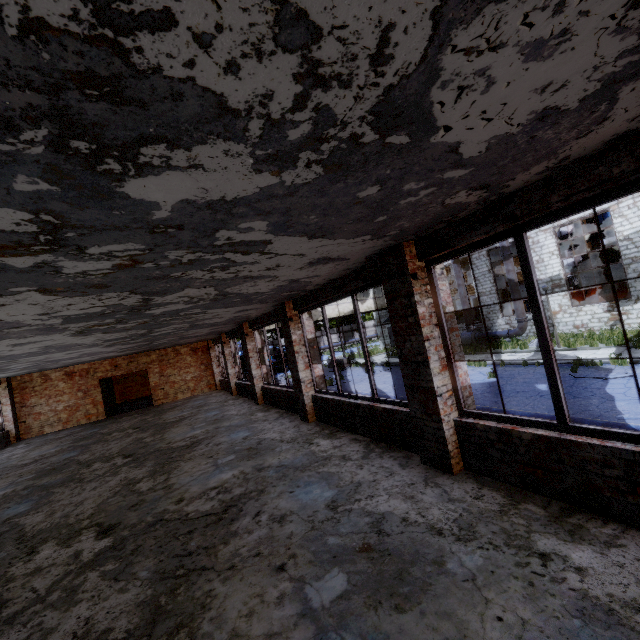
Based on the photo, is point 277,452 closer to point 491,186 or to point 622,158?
point 491,186

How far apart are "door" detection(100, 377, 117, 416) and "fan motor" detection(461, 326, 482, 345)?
24.3 meters

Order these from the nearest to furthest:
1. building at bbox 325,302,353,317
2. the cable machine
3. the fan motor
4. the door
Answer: the door → the cable machine → the fan motor → building at bbox 325,302,353,317

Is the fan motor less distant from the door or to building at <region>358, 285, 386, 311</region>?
building at <region>358, 285, 386, 311</region>

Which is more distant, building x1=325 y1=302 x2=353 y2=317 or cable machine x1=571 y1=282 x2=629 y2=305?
building x1=325 y1=302 x2=353 y2=317

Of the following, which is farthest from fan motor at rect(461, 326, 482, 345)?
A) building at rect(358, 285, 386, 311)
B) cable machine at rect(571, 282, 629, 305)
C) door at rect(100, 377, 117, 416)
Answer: door at rect(100, 377, 117, 416)

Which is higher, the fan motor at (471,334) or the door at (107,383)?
the door at (107,383)

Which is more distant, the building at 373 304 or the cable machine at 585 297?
the building at 373 304
